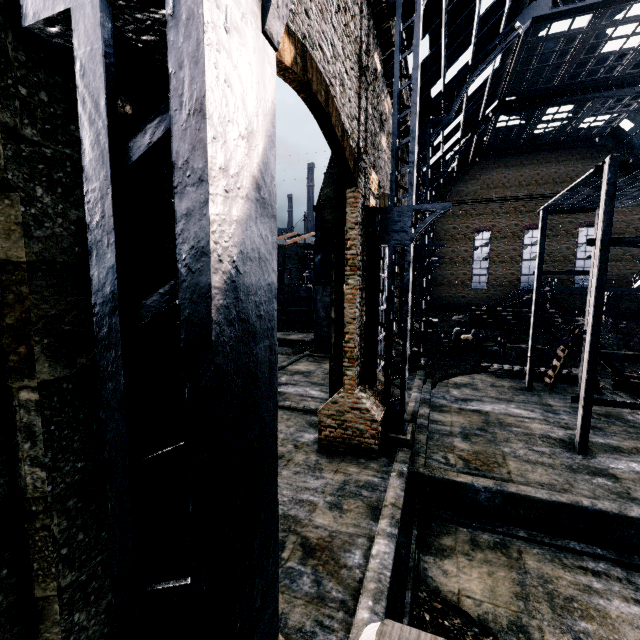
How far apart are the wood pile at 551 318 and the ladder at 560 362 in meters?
16.0

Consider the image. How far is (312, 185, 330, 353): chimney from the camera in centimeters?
2986cm

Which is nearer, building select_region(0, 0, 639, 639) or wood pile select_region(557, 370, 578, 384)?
building select_region(0, 0, 639, 639)

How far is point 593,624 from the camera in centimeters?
818cm

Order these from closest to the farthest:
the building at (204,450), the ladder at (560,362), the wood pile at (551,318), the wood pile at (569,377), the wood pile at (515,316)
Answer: the building at (204,450) → the ladder at (560,362) → the wood pile at (569,377) → the wood pile at (551,318) → the wood pile at (515,316)

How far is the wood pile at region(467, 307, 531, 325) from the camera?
35.9 meters

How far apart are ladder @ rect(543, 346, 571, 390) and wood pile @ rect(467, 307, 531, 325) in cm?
1596
